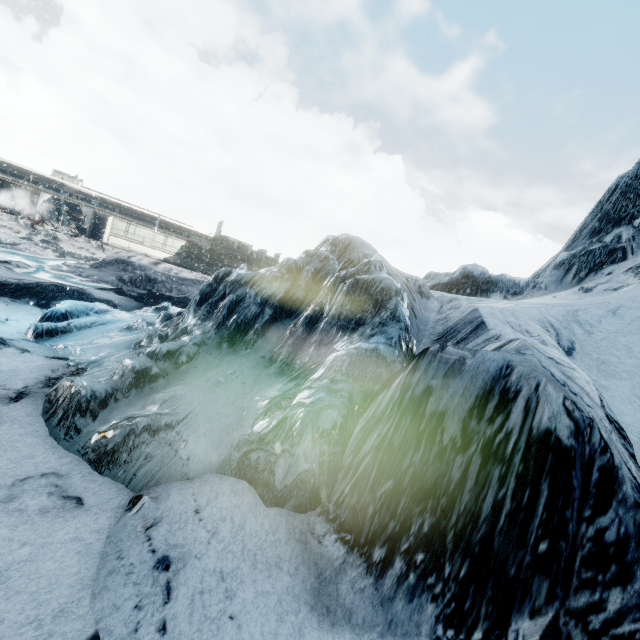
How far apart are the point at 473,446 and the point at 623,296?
12.26m
